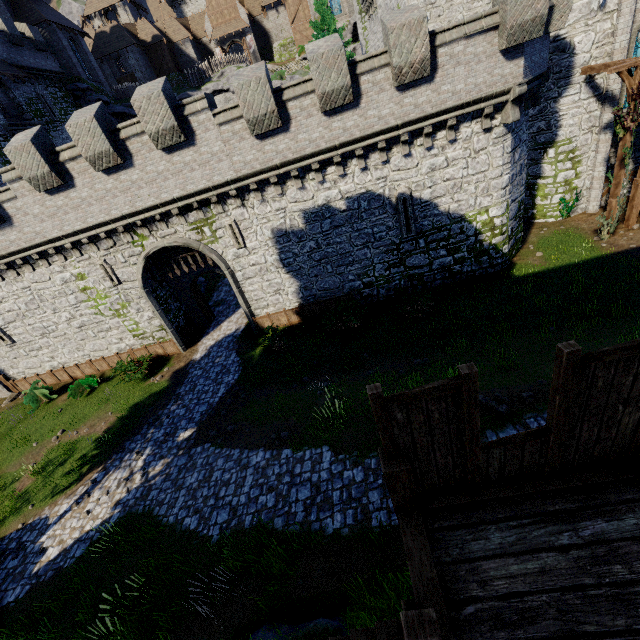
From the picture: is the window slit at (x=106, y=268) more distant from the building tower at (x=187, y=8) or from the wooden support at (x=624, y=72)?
the building tower at (x=187, y=8)

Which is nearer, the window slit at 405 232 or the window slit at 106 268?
the window slit at 405 232

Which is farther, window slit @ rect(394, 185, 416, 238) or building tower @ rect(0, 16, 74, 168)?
building tower @ rect(0, 16, 74, 168)

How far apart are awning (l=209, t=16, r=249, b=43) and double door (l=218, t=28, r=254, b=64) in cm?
45

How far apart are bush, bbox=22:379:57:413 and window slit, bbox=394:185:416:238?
22.3m

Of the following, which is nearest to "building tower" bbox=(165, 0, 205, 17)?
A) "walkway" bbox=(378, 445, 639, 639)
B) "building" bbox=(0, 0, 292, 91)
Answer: "building" bbox=(0, 0, 292, 91)

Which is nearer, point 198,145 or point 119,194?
point 198,145

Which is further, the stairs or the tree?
the tree
